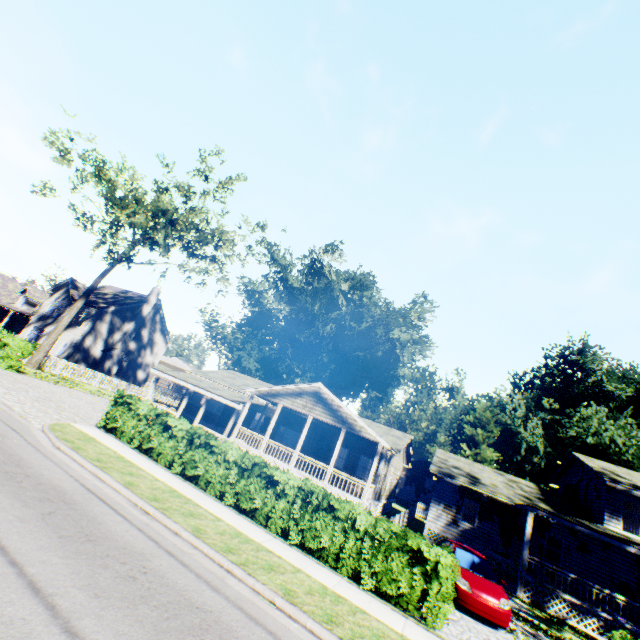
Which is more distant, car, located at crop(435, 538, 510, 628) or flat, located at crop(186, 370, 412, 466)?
flat, located at crop(186, 370, 412, 466)

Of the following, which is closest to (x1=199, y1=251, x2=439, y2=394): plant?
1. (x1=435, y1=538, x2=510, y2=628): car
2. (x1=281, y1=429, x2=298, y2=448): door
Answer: (x1=281, y1=429, x2=298, y2=448): door

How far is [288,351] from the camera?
54.9m

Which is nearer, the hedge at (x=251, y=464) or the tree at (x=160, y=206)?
the hedge at (x=251, y=464)

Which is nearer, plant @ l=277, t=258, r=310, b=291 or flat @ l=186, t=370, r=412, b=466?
flat @ l=186, t=370, r=412, b=466

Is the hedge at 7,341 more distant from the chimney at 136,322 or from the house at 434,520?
the house at 434,520

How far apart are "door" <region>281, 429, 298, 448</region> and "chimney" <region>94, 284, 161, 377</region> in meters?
22.9

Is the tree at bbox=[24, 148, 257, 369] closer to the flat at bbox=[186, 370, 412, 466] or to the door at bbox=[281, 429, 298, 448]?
the flat at bbox=[186, 370, 412, 466]
